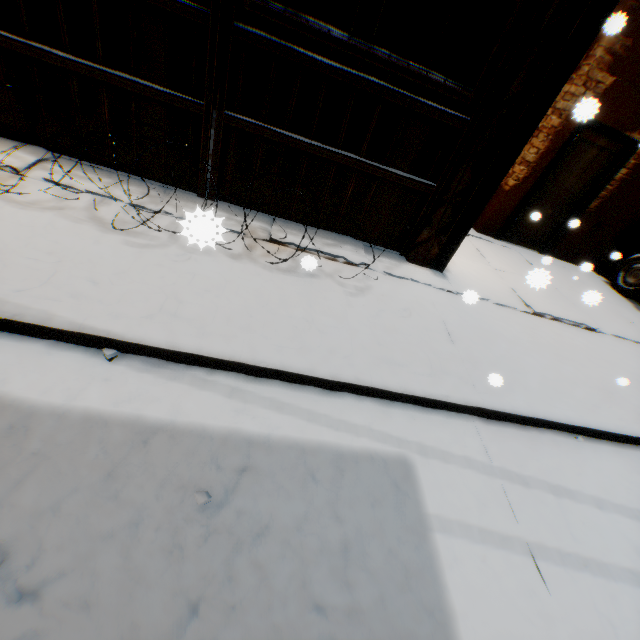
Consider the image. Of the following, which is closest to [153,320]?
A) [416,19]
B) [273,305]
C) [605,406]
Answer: [273,305]

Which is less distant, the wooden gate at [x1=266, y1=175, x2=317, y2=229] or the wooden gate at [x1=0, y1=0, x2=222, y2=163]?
the wooden gate at [x1=0, y1=0, x2=222, y2=163]

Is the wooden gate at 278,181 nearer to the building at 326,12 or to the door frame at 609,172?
the building at 326,12

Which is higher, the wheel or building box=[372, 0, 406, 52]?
building box=[372, 0, 406, 52]

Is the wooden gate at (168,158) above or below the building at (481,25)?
below

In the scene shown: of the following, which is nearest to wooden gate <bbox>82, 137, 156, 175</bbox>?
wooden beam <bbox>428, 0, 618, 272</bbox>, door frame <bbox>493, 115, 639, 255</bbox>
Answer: wooden beam <bbox>428, 0, 618, 272</bbox>

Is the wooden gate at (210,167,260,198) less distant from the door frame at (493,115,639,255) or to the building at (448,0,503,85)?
the building at (448,0,503,85)
